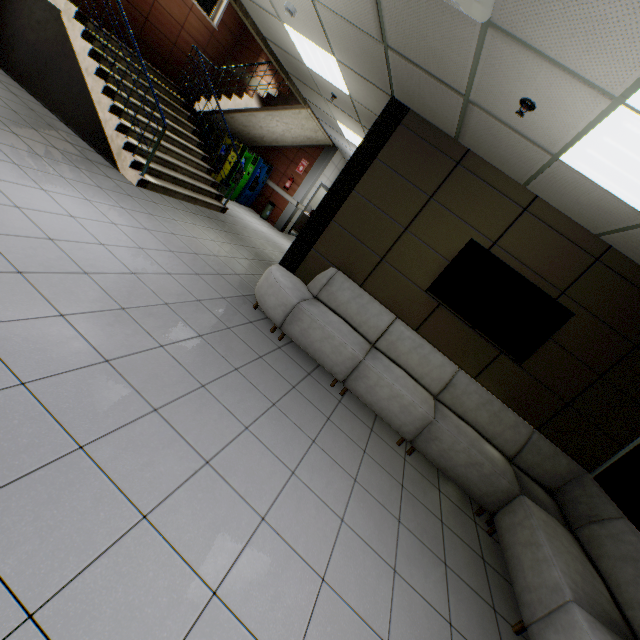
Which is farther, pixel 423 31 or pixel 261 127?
pixel 261 127

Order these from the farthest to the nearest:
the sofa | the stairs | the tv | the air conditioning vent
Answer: the stairs < the tv < the sofa < the air conditioning vent

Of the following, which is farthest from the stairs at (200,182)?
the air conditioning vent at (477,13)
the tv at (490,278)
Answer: the tv at (490,278)

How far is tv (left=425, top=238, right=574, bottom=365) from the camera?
3.92m

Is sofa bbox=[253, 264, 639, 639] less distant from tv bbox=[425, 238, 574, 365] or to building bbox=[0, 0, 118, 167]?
tv bbox=[425, 238, 574, 365]

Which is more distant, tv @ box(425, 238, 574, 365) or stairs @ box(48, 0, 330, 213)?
stairs @ box(48, 0, 330, 213)

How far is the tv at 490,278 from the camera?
3.9 meters

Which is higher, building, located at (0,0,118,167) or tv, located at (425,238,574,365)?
tv, located at (425,238,574,365)
